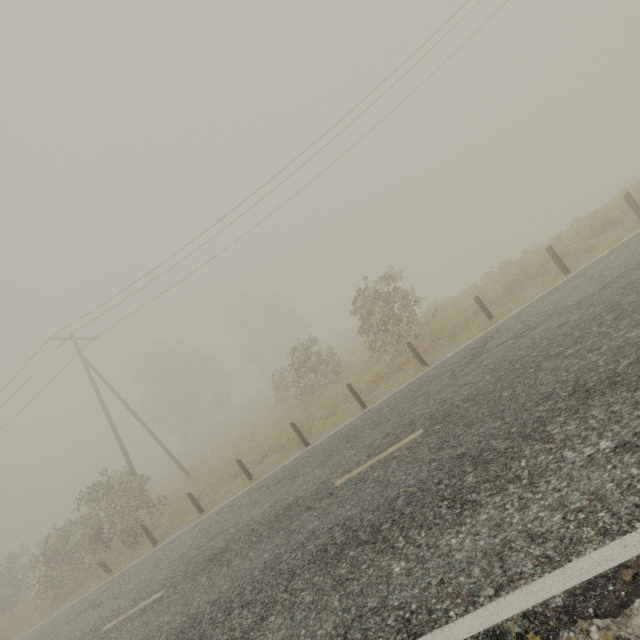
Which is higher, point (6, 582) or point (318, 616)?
point (6, 582)
